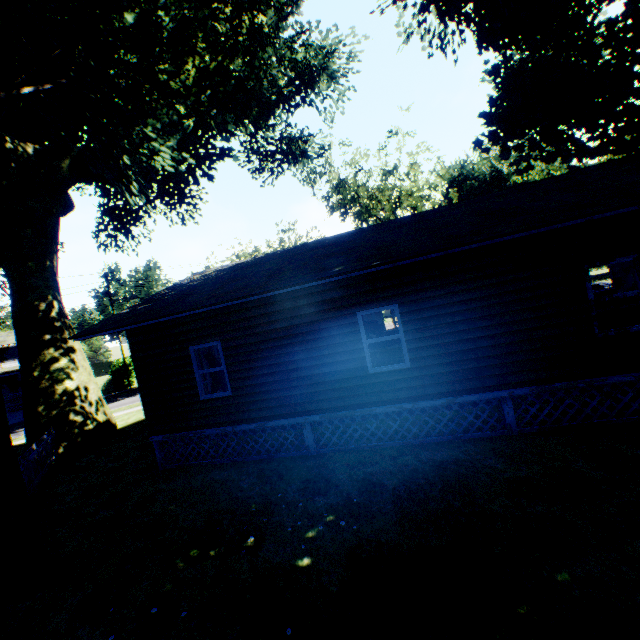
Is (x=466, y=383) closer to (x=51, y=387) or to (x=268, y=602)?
(x=268, y=602)

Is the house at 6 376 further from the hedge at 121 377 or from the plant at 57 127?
the plant at 57 127

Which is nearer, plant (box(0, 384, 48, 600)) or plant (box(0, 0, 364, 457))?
plant (box(0, 384, 48, 600))

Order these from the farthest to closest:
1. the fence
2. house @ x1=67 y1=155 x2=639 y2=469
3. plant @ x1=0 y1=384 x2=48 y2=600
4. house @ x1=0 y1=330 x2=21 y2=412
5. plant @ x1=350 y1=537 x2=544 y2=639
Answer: house @ x1=0 y1=330 x2=21 y2=412, the fence, house @ x1=67 y1=155 x2=639 y2=469, plant @ x1=0 y1=384 x2=48 y2=600, plant @ x1=350 y1=537 x2=544 y2=639

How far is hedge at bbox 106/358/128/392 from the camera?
33.2 meters

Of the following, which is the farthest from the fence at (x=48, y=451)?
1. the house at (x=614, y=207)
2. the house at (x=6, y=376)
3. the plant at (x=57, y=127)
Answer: the house at (x=6, y=376)

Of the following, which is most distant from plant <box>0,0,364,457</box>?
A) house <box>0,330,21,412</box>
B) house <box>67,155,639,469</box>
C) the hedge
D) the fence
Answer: house <box>0,330,21,412</box>
